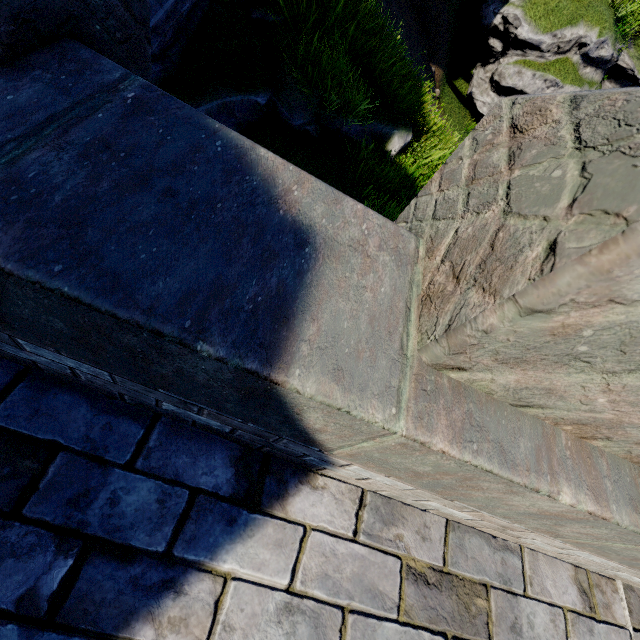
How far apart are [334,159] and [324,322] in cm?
594
